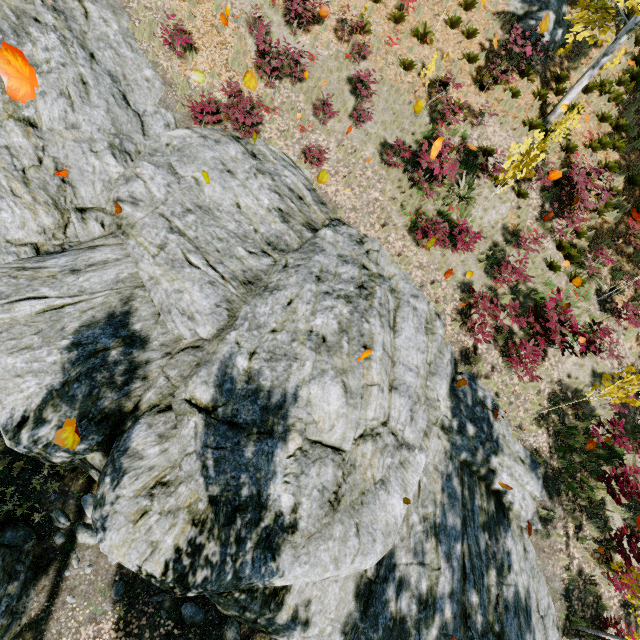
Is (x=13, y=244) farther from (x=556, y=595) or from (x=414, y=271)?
(x=556, y=595)

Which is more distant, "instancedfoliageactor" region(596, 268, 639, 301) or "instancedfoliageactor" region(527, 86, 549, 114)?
"instancedfoliageactor" region(527, 86, 549, 114)

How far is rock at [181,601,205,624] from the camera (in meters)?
7.10

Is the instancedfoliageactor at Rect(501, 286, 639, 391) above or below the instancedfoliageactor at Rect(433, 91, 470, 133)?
below

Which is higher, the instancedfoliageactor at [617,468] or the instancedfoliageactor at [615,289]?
the instancedfoliageactor at [615,289]

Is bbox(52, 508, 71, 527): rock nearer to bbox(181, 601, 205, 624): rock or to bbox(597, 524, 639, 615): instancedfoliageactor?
bbox(597, 524, 639, 615): instancedfoliageactor

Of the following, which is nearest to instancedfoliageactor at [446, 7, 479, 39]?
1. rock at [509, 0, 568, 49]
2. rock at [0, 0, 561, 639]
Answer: rock at [0, 0, 561, 639]

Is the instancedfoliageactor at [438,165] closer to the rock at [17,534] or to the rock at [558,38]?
the rock at [17,534]
